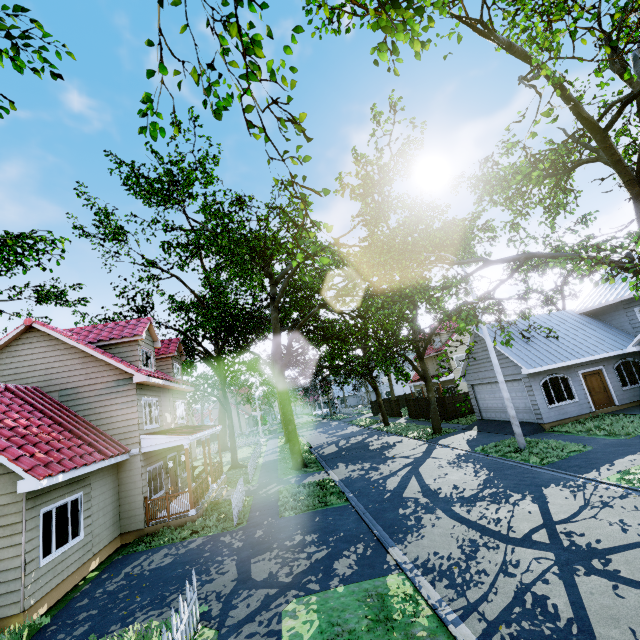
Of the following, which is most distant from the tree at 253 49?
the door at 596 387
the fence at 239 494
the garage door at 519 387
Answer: the door at 596 387

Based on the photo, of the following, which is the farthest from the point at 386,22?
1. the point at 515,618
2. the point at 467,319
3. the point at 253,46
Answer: the point at 515,618

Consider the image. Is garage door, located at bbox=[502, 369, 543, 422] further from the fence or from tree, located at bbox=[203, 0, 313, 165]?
the fence

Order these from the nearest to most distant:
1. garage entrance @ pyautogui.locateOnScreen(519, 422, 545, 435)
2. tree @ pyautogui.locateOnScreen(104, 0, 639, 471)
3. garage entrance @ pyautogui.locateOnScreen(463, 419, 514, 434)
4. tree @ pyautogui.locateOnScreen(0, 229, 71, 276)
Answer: tree @ pyautogui.locateOnScreen(104, 0, 639, 471) → tree @ pyautogui.locateOnScreen(0, 229, 71, 276) → garage entrance @ pyautogui.locateOnScreen(519, 422, 545, 435) → garage entrance @ pyautogui.locateOnScreen(463, 419, 514, 434)

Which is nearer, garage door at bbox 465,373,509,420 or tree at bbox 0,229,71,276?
tree at bbox 0,229,71,276

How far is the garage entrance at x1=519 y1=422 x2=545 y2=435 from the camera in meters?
17.0 m

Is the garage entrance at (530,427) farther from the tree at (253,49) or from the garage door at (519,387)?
the tree at (253,49)
